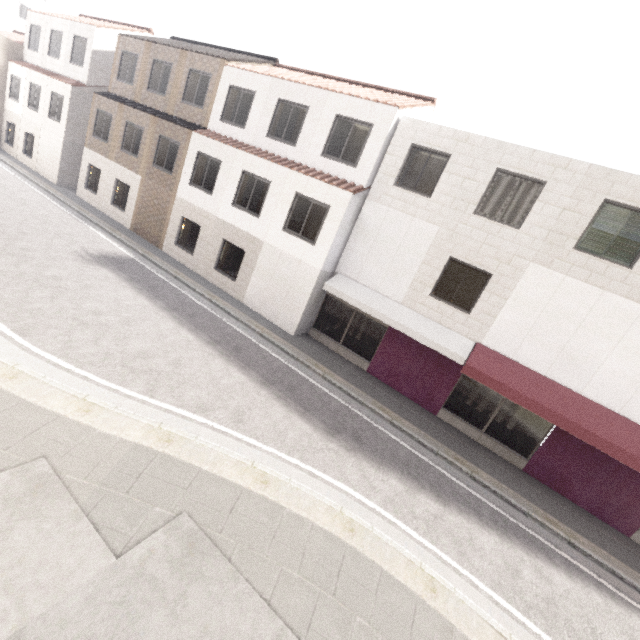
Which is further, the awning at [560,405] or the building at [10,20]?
the building at [10,20]

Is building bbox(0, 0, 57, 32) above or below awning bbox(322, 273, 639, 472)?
above

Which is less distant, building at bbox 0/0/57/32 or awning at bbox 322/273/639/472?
→ awning at bbox 322/273/639/472

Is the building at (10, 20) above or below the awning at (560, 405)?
above

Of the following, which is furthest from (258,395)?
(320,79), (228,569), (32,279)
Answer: (320,79)
